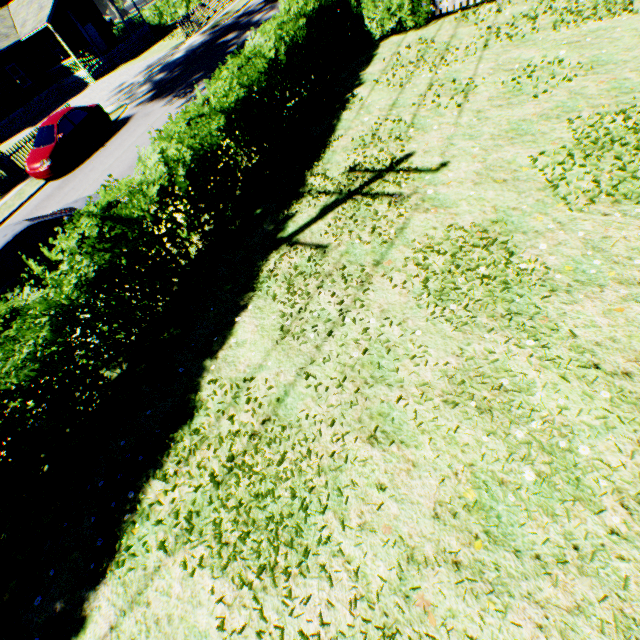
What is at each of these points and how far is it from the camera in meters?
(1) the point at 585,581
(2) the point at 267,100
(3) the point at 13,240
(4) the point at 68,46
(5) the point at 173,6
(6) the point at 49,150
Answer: (1) plant, 2.6 m
(2) hedge, 8.6 m
(3) car, 7.3 m
(4) house, 27.6 m
(5) hedge, 35.3 m
(6) car, 14.4 m

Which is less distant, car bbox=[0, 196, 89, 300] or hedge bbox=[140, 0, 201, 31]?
car bbox=[0, 196, 89, 300]

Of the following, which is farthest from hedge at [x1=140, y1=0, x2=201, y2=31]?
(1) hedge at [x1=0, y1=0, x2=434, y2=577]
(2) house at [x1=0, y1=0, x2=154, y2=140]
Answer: (1) hedge at [x1=0, y1=0, x2=434, y2=577]

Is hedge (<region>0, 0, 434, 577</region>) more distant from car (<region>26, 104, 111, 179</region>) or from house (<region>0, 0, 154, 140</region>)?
house (<region>0, 0, 154, 140</region>)

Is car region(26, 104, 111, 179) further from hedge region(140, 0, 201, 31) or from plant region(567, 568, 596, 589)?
hedge region(140, 0, 201, 31)

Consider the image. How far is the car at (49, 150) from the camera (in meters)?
14.43

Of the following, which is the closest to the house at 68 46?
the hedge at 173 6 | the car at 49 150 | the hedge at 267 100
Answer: the hedge at 173 6

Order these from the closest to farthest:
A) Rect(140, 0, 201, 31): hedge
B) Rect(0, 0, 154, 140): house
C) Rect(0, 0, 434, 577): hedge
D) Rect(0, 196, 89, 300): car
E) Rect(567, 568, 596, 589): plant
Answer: Rect(567, 568, 596, 589): plant → Rect(0, 0, 434, 577): hedge → Rect(0, 196, 89, 300): car → Rect(0, 0, 154, 140): house → Rect(140, 0, 201, 31): hedge
